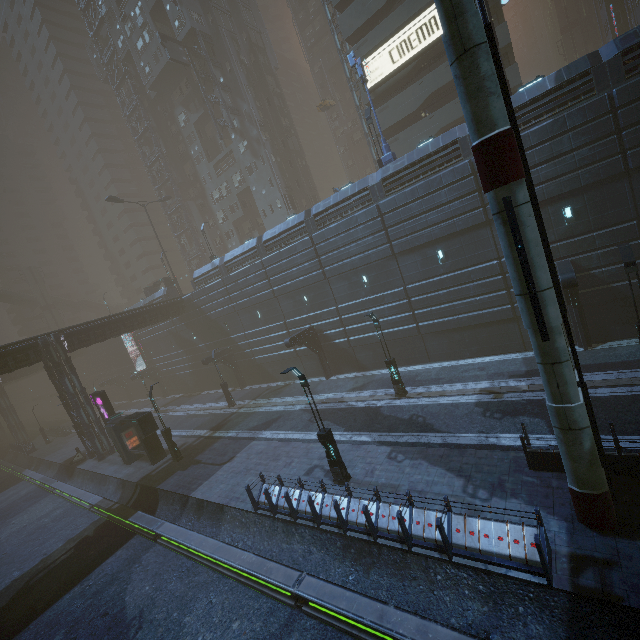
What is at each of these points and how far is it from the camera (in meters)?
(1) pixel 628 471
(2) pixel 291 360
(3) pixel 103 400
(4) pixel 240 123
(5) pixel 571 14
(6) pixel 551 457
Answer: (1) building, 9.41
(2) building, 31.09
(3) sign, 26.33
(4) building, 42.66
(5) sm, 47.72
(6) building, 10.48

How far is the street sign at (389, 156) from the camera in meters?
20.4

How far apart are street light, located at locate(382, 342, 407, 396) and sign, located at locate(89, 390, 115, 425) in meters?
22.7

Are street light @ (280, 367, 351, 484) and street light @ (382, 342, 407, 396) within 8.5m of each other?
yes

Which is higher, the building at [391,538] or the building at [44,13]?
the building at [44,13]

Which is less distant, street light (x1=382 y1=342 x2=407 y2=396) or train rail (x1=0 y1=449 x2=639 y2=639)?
train rail (x1=0 y1=449 x2=639 y2=639)

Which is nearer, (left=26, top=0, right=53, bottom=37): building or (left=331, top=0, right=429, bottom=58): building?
(left=331, top=0, right=429, bottom=58): building

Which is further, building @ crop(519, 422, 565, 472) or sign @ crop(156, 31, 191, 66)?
sign @ crop(156, 31, 191, 66)
